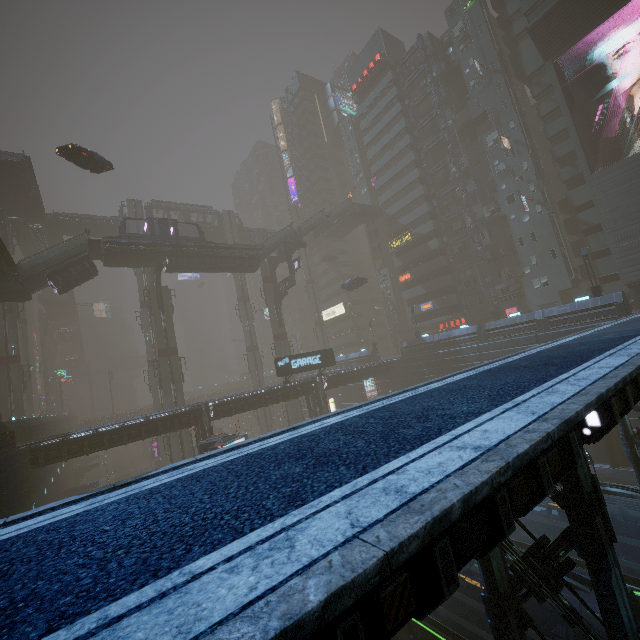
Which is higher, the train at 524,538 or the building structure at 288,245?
the building structure at 288,245

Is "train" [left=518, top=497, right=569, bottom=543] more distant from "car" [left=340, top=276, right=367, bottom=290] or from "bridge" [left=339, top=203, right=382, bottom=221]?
"bridge" [left=339, top=203, right=382, bottom=221]

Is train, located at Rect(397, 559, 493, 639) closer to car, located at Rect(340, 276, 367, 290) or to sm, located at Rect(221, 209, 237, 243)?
sm, located at Rect(221, 209, 237, 243)

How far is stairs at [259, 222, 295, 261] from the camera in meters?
43.8 m

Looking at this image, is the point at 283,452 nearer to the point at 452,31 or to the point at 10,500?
the point at 10,500

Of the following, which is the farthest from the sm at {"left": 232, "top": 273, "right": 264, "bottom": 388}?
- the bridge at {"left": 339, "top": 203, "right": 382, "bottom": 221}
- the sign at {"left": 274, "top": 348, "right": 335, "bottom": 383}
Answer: the bridge at {"left": 339, "top": 203, "right": 382, "bottom": 221}

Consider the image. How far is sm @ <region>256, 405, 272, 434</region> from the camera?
54.5m

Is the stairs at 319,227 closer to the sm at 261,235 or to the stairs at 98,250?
the sm at 261,235
